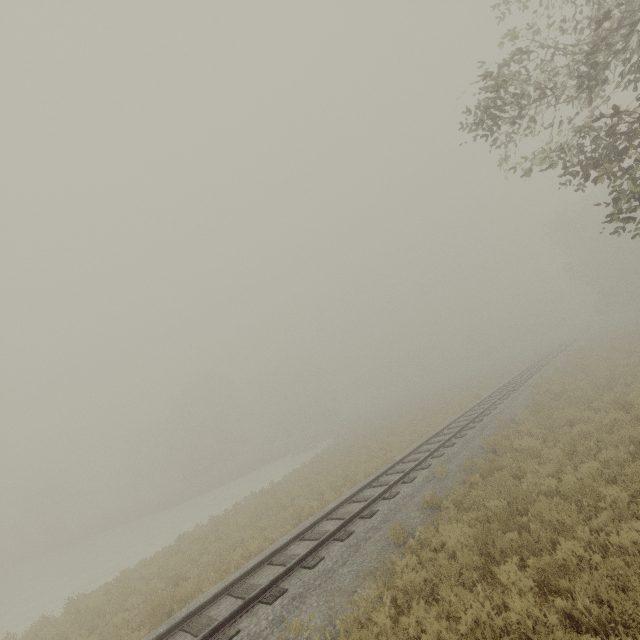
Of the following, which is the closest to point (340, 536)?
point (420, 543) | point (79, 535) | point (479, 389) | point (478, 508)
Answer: point (420, 543)
